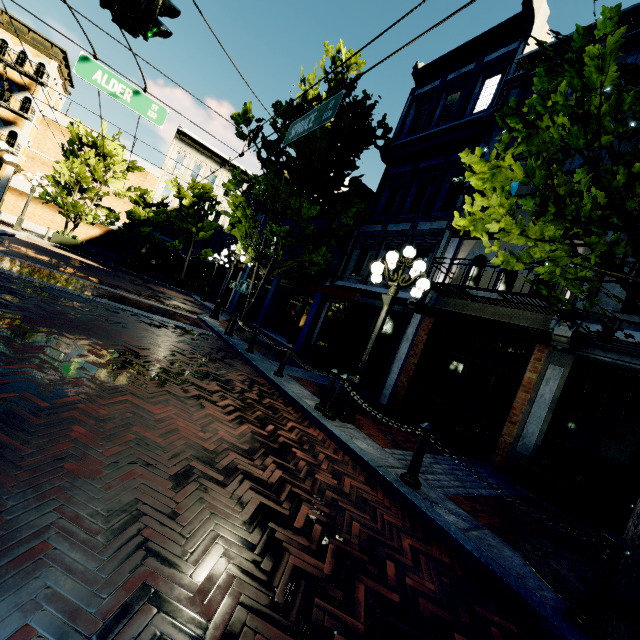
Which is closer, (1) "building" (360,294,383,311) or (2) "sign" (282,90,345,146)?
(2) "sign" (282,90,345,146)

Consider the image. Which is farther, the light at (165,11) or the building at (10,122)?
the building at (10,122)

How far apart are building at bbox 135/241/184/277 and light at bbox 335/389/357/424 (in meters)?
29.55

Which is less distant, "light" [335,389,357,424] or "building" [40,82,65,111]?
"light" [335,389,357,424]

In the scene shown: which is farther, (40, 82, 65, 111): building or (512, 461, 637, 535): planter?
(40, 82, 65, 111): building

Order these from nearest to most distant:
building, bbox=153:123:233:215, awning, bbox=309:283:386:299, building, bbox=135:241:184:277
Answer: awning, bbox=309:283:386:299 → building, bbox=153:123:233:215 → building, bbox=135:241:184:277

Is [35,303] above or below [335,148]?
below

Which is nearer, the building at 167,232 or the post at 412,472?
the post at 412,472
